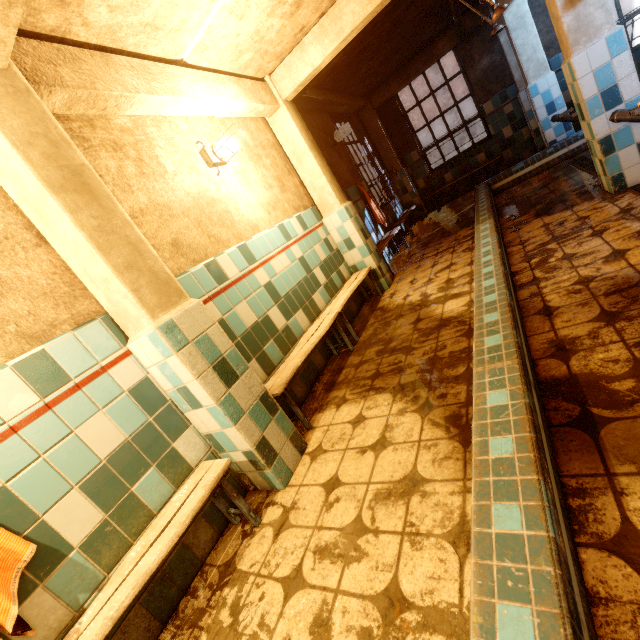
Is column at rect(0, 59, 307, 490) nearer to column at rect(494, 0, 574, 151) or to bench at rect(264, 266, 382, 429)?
bench at rect(264, 266, 382, 429)

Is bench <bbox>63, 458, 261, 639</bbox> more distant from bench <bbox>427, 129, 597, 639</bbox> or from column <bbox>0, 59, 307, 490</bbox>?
bench <bbox>427, 129, 597, 639</bbox>

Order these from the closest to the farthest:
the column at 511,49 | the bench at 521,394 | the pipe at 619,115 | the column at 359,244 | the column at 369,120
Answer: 1. the bench at 521,394
2. the pipe at 619,115
3. the column at 359,244
4. the column at 511,49
5. the column at 369,120

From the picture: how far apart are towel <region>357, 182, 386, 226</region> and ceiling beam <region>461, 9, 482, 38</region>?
2.8m

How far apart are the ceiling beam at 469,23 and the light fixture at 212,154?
5.6m

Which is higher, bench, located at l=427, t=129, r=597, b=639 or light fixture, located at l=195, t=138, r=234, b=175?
light fixture, located at l=195, t=138, r=234, b=175

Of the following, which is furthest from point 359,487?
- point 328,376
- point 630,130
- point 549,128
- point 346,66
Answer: point 549,128

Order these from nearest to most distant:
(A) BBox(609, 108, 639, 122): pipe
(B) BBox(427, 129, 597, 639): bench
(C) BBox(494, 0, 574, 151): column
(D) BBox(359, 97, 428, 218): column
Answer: (B) BBox(427, 129, 597, 639): bench → (A) BBox(609, 108, 639, 122): pipe → (C) BBox(494, 0, 574, 151): column → (D) BBox(359, 97, 428, 218): column
